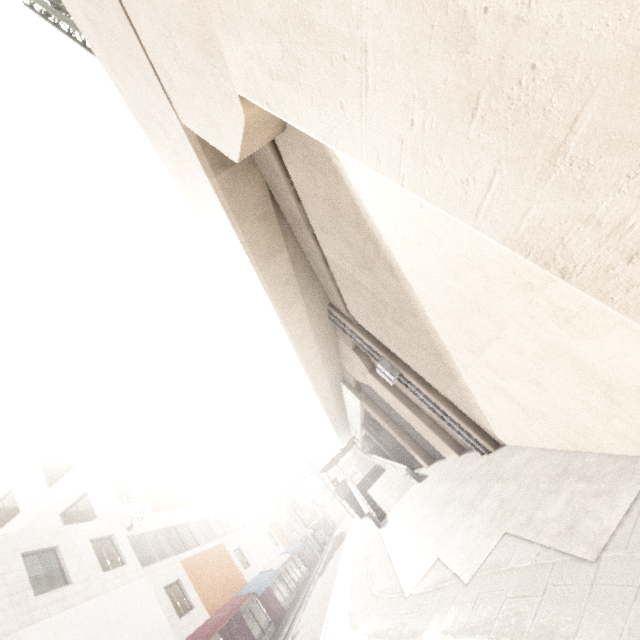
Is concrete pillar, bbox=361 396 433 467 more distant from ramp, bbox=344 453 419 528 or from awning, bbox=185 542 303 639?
awning, bbox=185 542 303 639

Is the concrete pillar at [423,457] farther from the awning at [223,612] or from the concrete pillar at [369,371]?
the awning at [223,612]

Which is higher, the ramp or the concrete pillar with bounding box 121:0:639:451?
the concrete pillar with bounding box 121:0:639:451

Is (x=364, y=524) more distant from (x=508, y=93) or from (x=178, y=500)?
(x=508, y=93)

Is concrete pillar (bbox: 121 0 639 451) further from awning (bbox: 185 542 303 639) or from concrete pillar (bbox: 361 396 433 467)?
awning (bbox: 185 542 303 639)

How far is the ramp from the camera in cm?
1739

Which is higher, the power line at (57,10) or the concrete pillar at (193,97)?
the power line at (57,10)

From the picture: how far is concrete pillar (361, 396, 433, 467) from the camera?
18.33m
